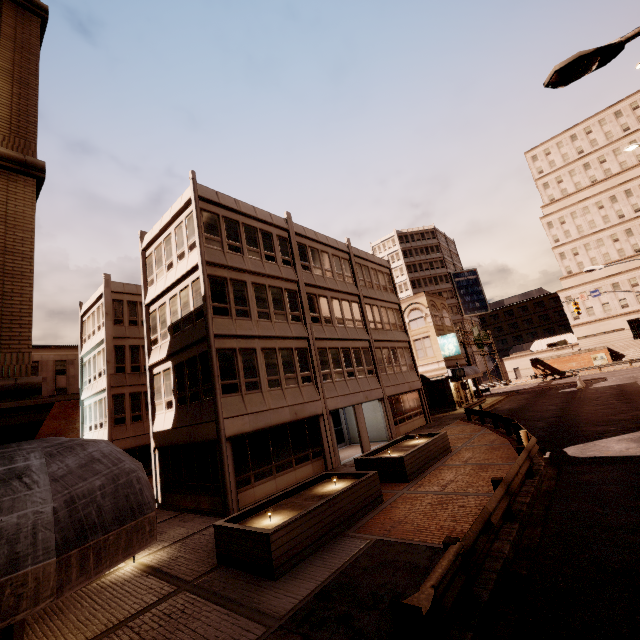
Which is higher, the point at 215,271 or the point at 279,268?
the point at 279,268

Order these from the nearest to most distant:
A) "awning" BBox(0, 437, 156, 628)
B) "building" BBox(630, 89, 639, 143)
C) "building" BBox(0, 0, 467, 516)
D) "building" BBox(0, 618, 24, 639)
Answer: "awning" BBox(0, 437, 156, 628) → "building" BBox(0, 618, 24, 639) → "building" BBox(0, 0, 467, 516) → "building" BBox(630, 89, 639, 143)

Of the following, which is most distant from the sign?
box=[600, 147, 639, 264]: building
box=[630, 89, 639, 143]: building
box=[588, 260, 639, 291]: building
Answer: box=[630, 89, 639, 143]: building

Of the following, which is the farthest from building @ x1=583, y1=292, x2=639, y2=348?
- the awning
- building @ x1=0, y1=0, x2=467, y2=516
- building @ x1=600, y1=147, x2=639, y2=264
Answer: the awning

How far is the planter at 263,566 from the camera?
7.8m

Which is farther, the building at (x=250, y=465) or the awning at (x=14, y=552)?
the building at (x=250, y=465)

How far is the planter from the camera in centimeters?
782cm

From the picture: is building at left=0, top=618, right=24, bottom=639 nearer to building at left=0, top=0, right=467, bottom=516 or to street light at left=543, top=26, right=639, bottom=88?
building at left=0, top=0, right=467, bottom=516
